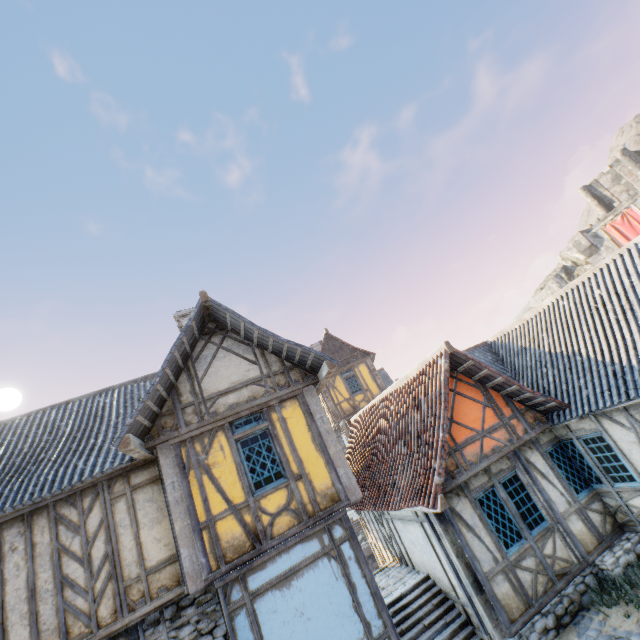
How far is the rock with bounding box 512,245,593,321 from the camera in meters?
39.7 m

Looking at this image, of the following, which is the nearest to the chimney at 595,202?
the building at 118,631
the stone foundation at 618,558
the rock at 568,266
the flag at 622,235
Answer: the rock at 568,266

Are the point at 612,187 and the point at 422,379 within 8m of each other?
no

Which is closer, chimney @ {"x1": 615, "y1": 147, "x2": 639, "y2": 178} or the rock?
chimney @ {"x1": 615, "y1": 147, "x2": 639, "y2": 178}

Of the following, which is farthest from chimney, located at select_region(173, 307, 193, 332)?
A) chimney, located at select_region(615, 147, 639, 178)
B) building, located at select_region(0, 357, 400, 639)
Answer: chimney, located at select_region(615, 147, 639, 178)

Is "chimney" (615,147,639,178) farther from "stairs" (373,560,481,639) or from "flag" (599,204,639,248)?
"stairs" (373,560,481,639)

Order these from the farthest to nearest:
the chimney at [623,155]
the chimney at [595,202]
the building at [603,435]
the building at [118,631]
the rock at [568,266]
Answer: the rock at [568,266]
the chimney at [595,202]
the chimney at [623,155]
the building at [603,435]
the building at [118,631]

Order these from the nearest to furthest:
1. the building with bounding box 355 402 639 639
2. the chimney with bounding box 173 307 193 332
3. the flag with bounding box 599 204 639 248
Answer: the building with bounding box 355 402 639 639 < the chimney with bounding box 173 307 193 332 < the flag with bounding box 599 204 639 248
